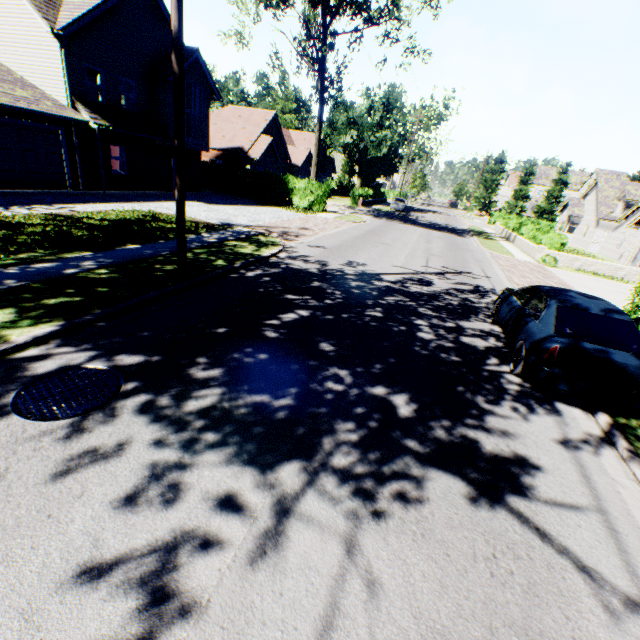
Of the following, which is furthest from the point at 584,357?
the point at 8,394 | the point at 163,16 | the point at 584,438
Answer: the point at 163,16

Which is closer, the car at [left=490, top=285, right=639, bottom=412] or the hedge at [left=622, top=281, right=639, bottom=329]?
the car at [left=490, top=285, right=639, bottom=412]

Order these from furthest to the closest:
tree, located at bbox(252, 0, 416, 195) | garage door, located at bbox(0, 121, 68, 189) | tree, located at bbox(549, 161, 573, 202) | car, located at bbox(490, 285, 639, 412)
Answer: tree, located at bbox(549, 161, 573, 202)
tree, located at bbox(252, 0, 416, 195)
garage door, located at bbox(0, 121, 68, 189)
car, located at bbox(490, 285, 639, 412)

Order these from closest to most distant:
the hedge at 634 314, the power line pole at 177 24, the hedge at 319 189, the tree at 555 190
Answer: the power line pole at 177 24
the hedge at 634 314
the hedge at 319 189
the tree at 555 190

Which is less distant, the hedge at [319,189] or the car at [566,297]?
the car at [566,297]

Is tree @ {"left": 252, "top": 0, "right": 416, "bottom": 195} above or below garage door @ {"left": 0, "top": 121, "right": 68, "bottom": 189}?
above

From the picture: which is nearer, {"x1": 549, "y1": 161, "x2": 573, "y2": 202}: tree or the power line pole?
the power line pole

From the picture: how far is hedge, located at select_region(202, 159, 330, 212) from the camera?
25.9m
